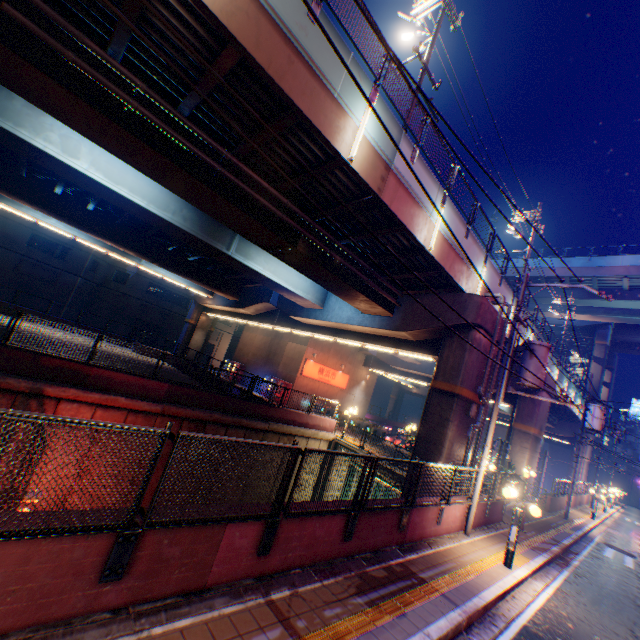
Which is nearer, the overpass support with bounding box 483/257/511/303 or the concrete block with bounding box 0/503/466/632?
the concrete block with bounding box 0/503/466/632

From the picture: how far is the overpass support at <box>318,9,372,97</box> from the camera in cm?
789

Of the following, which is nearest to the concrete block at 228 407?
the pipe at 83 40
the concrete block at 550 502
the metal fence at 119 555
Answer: the metal fence at 119 555

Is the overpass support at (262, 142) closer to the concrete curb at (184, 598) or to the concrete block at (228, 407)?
the concrete block at (228, 407)

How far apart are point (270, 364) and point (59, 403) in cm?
2210

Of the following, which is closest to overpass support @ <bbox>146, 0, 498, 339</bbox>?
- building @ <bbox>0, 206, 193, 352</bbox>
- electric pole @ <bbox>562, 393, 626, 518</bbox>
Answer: electric pole @ <bbox>562, 393, 626, 518</bbox>

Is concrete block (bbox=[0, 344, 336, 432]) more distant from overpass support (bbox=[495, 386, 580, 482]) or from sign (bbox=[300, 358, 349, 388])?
sign (bbox=[300, 358, 349, 388])

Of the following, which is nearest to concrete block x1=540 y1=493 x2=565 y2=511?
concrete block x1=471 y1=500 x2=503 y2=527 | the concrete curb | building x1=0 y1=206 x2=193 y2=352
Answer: the concrete curb
